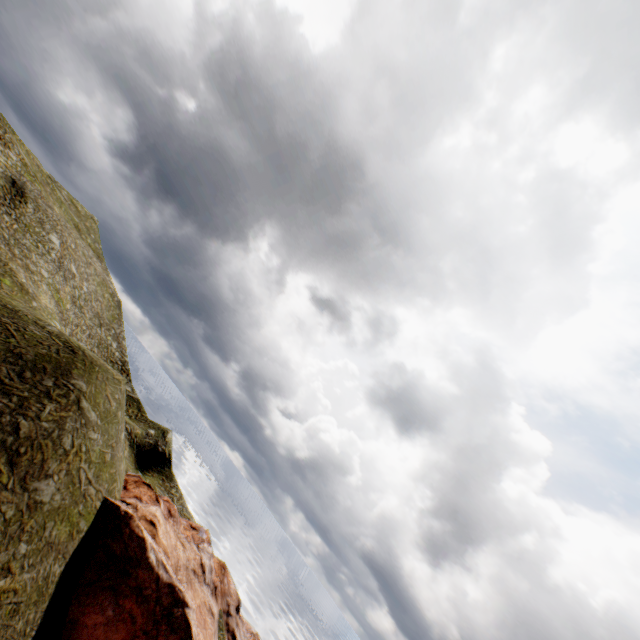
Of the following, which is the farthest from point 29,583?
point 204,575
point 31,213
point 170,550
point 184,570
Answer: point 31,213
